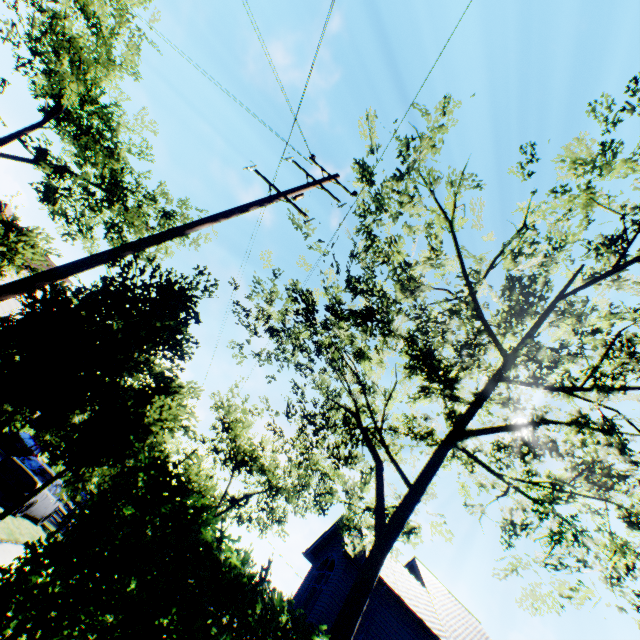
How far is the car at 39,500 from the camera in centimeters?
1205cm

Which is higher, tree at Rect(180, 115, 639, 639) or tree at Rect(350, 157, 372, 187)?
tree at Rect(350, 157, 372, 187)

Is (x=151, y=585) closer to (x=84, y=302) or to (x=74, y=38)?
(x=84, y=302)

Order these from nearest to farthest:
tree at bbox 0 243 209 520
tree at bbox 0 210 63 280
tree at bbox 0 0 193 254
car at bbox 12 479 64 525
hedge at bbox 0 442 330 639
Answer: hedge at bbox 0 442 330 639 < tree at bbox 0 243 209 520 < car at bbox 12 479 64 525 < tree at bbox 0 210 63 280 < tree at bbox 0 0 193 254

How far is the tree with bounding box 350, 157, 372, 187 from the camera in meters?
10.1

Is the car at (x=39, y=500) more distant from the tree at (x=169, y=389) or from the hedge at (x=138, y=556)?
the hedge at (x=138, y=556)

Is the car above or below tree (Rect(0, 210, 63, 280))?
below

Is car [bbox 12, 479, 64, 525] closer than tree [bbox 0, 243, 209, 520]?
No
